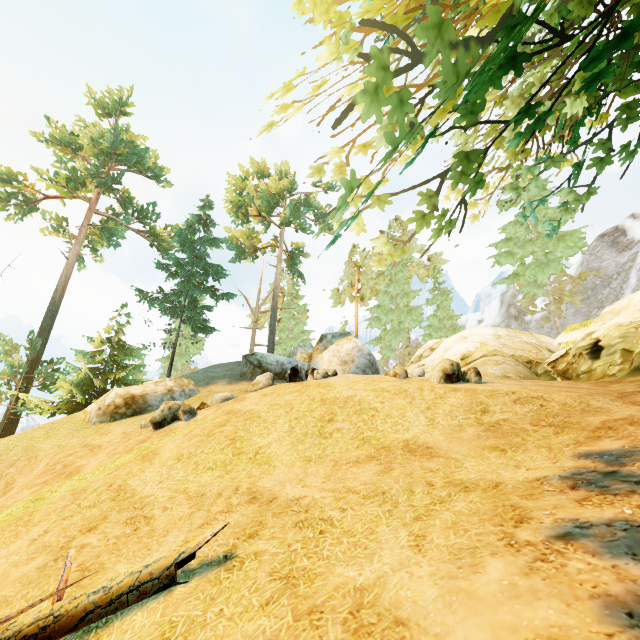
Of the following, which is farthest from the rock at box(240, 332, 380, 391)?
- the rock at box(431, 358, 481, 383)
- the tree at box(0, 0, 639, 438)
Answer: the rock at box(431, 358, 481, 383)

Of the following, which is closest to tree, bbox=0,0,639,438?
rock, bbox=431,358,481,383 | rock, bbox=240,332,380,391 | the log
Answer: the log

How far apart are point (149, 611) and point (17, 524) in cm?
571

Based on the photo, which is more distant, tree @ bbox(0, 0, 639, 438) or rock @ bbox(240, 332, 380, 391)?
rock @ bbox(240, 332, 380, 391)

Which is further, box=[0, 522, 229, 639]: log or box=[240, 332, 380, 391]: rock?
box=[240, 332, 380, 391]: rock

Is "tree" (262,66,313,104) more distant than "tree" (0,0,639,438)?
Yes

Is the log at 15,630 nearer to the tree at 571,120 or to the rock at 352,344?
the tree at 571,120

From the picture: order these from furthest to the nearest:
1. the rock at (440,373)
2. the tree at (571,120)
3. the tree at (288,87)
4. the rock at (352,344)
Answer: the rock at (352,344)
the rock at (440,373)
the tree at (288,87)
the tree at (571,120)
